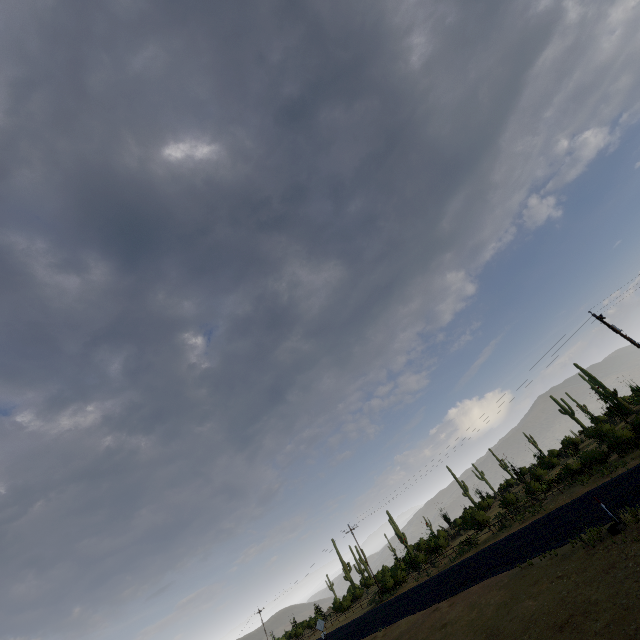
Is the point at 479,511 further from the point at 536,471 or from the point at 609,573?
the point at 609,573
